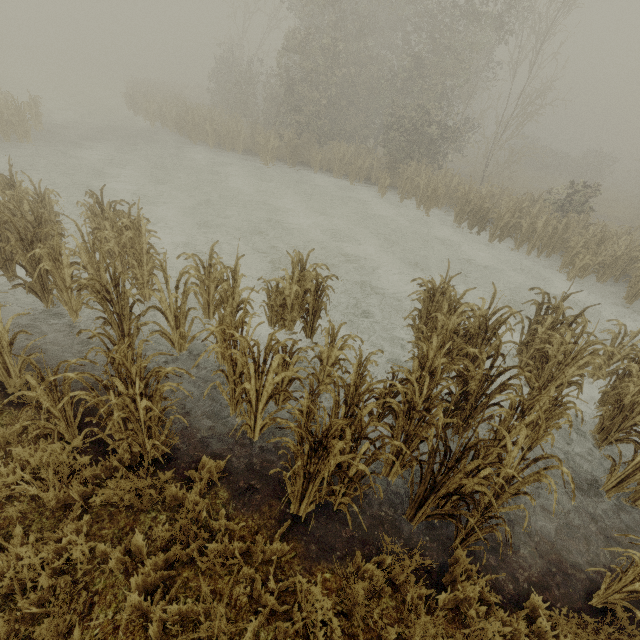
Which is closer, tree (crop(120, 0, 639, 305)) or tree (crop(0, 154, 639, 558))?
tree (crop(0, 154, 639, 558))

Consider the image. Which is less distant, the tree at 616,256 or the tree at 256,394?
the tree at 256,394

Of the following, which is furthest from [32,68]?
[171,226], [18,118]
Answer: [171,226]

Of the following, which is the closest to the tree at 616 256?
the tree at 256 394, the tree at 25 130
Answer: the tree at 256 394

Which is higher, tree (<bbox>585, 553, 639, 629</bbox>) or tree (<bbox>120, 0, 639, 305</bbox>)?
tree (<bbox>120, 0, 639, 305</bbox>)

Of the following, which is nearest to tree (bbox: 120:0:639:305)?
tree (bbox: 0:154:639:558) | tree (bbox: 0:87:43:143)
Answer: tree (bbox: 0:154:639:558)

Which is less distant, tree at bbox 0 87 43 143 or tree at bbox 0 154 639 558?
tree at bbox 0 154 639 558
